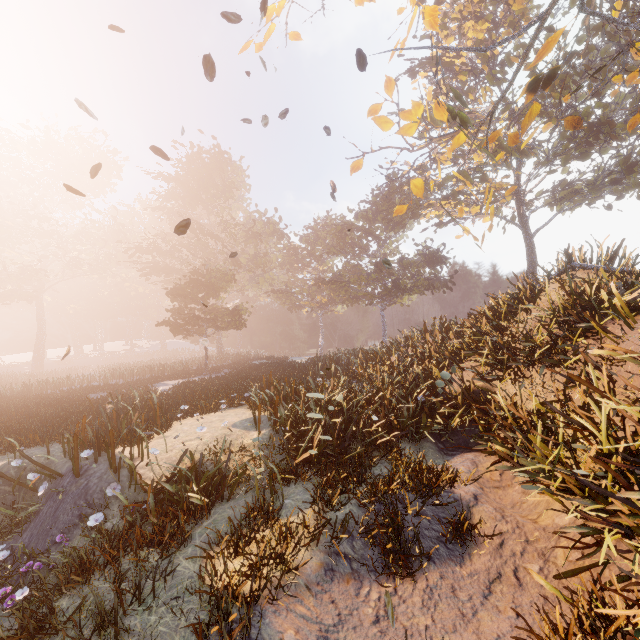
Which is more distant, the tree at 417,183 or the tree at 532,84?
the tree at 417,183

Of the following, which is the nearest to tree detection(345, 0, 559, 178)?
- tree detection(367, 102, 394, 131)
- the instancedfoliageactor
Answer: tree detection(367, 102, 394, 131)

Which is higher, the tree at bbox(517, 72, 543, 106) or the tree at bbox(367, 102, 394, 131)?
the tree at bbox(517, 72, 543, 106)

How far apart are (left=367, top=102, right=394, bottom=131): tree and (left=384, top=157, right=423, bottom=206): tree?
1.84m

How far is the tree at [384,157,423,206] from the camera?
10.8 meters

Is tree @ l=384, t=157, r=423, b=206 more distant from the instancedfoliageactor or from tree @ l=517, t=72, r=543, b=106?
the instancedfoliageactor

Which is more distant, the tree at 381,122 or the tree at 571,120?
the tree at 381,122

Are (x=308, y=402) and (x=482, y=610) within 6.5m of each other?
yes
